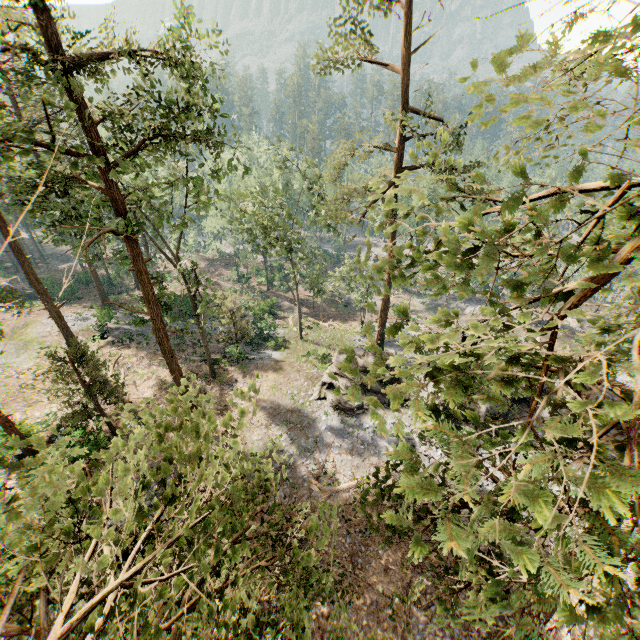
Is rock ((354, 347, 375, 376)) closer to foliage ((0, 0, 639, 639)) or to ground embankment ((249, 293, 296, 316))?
foliage ((0, 0, 639, 639))

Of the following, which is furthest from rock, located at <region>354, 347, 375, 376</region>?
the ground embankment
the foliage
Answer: the ground embankment

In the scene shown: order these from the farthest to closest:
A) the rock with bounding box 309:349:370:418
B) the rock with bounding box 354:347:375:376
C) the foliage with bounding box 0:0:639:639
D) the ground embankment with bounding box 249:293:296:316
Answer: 1. the ground embankment with bounding box 249:293:296:316
2. the rock with bounding box 354:347:375:376
3. the rock with bounding box 309:349:370:418
4. the foliage with bounding box 0:0:639:639

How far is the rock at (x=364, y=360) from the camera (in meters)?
24.14

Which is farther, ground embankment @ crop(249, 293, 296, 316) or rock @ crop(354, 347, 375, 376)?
ground embankment @ crop(249, 293, 296, 316)

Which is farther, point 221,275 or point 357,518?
point 221,275

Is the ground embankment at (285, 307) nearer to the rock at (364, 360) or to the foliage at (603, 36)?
the foliage at (603, 36)
